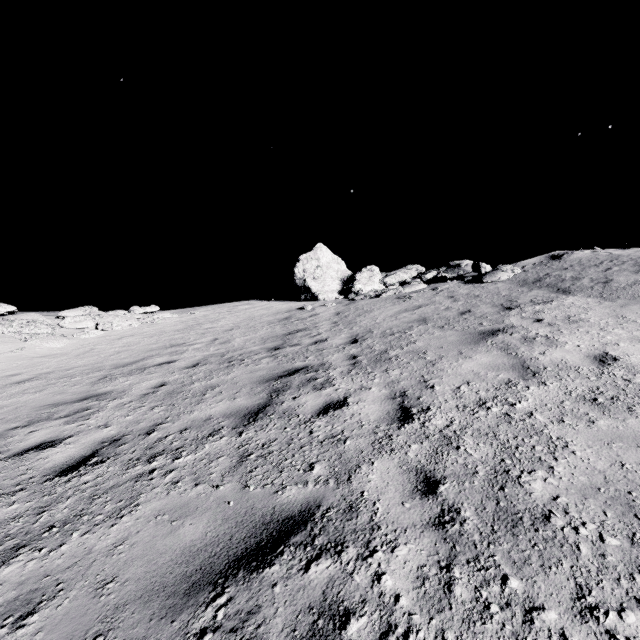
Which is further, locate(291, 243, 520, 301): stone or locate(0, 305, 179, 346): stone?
locate(291, 243, 520, 301): stone

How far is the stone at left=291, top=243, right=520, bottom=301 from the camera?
13.1m

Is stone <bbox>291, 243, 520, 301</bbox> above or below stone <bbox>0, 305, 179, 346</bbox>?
above

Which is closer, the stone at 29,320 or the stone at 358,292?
the stone at 29,320

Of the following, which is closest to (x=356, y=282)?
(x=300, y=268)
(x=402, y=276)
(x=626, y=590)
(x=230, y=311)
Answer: (x=402, y=276)

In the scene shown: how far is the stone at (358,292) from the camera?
13.1 meters
